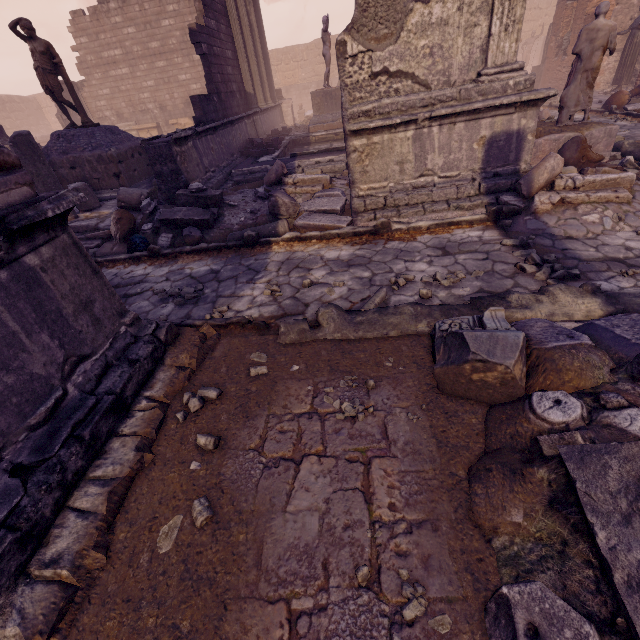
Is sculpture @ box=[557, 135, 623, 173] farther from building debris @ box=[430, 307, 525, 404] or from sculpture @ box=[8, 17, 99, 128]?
sculpture @ box=[8, 17, 99, 128]

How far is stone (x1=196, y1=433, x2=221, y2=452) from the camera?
2.3m

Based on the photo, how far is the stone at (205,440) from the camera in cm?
228

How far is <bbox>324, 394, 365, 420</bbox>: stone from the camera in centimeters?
241cm

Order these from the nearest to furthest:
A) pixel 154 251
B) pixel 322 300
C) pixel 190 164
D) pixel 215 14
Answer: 1. pixel 322 300
2. pixel 154 251
3. pixel 190 164
4. pixel 215 14

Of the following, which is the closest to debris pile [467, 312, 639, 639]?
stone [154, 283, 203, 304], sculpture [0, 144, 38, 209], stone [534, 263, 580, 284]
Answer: stone [534, 263, 580, 284]

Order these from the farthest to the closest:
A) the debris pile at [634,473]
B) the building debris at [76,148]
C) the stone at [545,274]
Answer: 1. the building debris at [76,148]
2. the stone at [545,274]
3. the debris pile at [634,473]

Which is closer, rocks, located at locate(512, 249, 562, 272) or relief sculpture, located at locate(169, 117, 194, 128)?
rocks, located at locate(512, 249, 562, 272)
